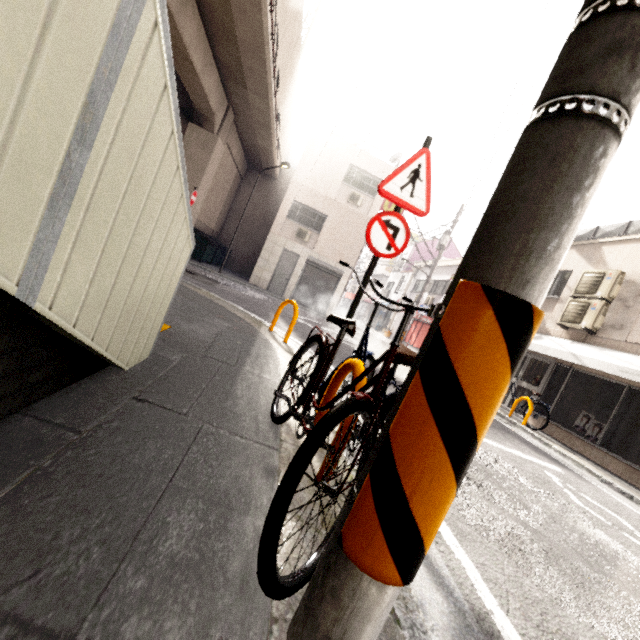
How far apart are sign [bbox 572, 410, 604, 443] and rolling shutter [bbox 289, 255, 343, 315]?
11.96m

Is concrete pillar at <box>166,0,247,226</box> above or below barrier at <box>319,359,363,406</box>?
above

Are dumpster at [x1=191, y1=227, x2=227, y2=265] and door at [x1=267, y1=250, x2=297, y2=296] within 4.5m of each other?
yes

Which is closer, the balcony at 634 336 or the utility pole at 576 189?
the utility pole at 576 189

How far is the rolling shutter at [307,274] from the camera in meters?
17.7 m

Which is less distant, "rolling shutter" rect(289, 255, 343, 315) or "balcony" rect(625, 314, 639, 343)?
"balcony" rect(625, 314, 639, 343)

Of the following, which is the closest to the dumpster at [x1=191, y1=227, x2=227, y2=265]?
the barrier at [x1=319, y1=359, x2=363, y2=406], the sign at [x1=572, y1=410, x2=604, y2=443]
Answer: the barrier at [x1=319, y1=359, x2=363, y2=406]

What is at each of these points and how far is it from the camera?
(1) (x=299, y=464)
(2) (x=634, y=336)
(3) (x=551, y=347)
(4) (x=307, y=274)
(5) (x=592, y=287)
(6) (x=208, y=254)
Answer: (1) bicycle, 0.9m
(2) balcony, 7.8m
(3) awning, 8.9m
(4) rolling shutter, 17.8m
(5) air conditioner, 9.0m
(6) dumpster, 17.0m
